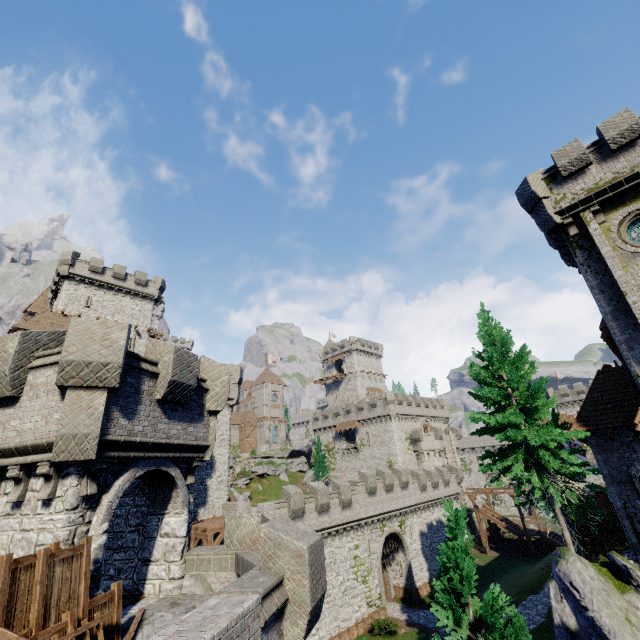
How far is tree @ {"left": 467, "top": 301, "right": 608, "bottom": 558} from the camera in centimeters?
1544cm

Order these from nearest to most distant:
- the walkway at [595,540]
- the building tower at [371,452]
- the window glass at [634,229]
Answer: the window glass at [634,229], the walkway at [595,540], the building tower at [371,452]

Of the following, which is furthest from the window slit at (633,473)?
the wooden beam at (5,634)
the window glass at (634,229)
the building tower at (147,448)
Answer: the wooden beam at (5,634)

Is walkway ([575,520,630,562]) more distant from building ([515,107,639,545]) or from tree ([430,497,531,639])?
tree ([430,497,531,639])

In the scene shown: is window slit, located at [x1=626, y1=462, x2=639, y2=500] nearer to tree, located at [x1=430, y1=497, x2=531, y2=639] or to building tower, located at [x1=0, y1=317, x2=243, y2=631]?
tree, located at [x1=430, y1=497, x2=531, y2=639]

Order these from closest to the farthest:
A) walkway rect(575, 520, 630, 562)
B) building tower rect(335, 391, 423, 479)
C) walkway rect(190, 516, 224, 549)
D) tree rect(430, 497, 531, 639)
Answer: tree rect(430, 497, 531, 639)
walkway rect(575, 520, 630, 562)
walkway rect(190, 516, 224, 549)
building tower rect(335, 391, 423, 479)

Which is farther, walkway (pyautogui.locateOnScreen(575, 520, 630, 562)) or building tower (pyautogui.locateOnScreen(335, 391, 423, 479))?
building tower (pyautogui.locateOnScreen(335, 391, 423, 479))

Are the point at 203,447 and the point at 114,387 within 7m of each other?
yes
